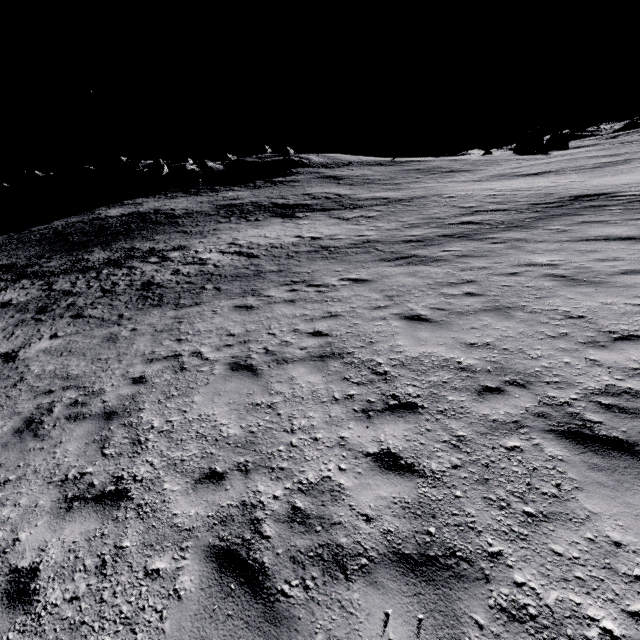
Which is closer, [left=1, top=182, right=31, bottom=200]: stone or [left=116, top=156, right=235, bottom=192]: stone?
[left=116, top=156, right=235, bottom=192]: stone

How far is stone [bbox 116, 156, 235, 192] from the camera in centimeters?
5288cm

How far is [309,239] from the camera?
19.6 meters

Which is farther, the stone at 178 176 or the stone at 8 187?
the stone at 8 187

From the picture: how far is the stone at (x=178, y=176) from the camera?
52.9m
